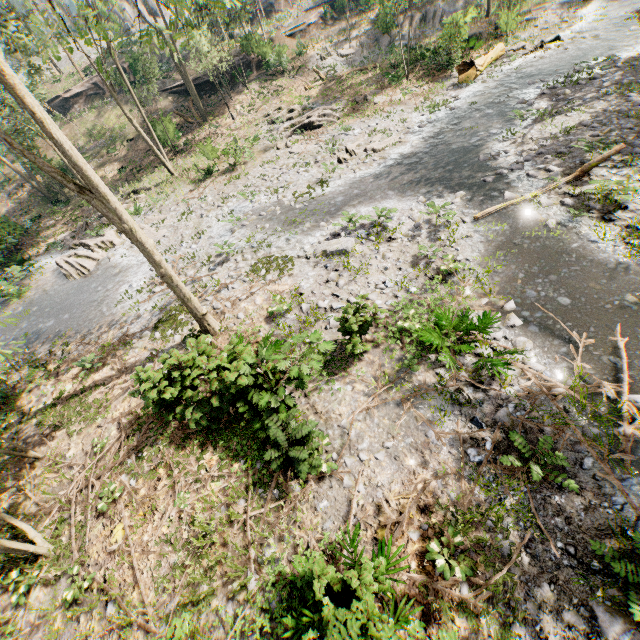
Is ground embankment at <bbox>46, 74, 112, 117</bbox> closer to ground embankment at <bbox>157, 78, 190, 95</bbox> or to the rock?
ground embankment at <bbox>157, 78, 190, 95</bbox>

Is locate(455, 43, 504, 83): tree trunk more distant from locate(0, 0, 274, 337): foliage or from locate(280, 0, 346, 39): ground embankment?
locate(280, 0, 346, 39): ground embankment

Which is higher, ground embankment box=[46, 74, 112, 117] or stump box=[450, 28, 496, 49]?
ground embankment box=[46, 74, 112, 117]

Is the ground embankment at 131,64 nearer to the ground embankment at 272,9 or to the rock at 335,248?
the ground embankment at 272,9

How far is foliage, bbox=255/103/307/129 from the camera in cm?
2516

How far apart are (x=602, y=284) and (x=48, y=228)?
34.69m

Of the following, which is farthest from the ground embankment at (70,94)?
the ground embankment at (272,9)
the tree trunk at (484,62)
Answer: the tree trunk at (484,62)

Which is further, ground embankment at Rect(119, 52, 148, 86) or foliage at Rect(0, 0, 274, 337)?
ground embankment at Rect(119, 52, 148, 86)
